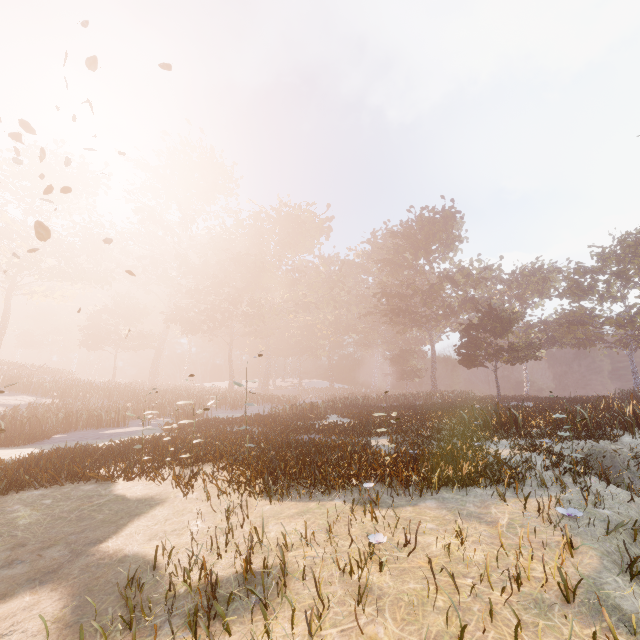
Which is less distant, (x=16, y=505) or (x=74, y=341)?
(x=16, y=505)

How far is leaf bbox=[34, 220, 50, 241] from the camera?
6.3m

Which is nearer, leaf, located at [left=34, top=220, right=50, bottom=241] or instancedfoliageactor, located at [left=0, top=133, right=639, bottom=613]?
leaf, located at [left=34, top=220, right=50, bottom=241]

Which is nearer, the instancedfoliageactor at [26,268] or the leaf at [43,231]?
the leaf at [43,231]

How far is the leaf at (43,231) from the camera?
6.3m
